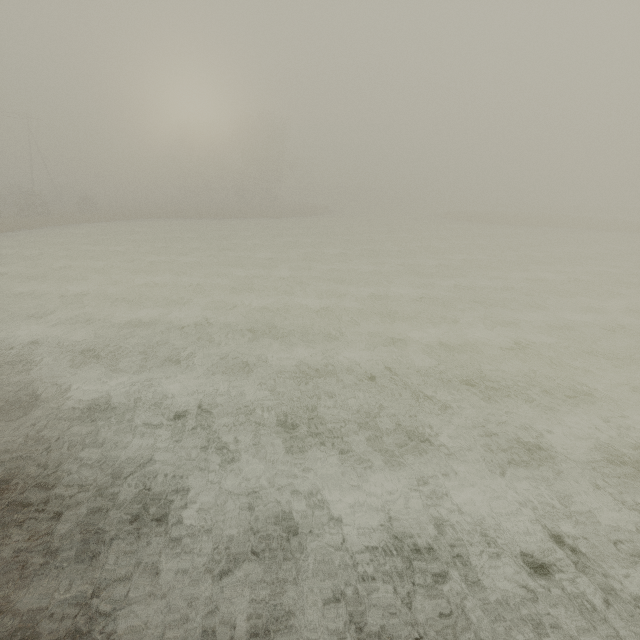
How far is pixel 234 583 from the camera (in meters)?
4.38
